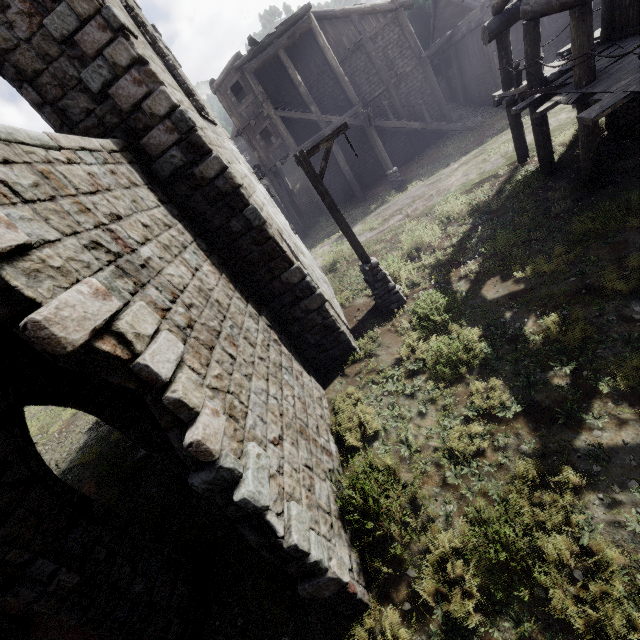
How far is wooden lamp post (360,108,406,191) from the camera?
17.8 meters

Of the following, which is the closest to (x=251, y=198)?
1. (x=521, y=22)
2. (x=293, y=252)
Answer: (x=293, y=252)

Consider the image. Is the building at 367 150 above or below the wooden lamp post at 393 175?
above

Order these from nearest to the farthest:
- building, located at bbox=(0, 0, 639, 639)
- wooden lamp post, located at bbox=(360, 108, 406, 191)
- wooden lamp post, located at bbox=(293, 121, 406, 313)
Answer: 1. building, located at bbox=(0, 0, 639, 639)
2. wooden lamp post, located at bbox=(293, 121, 406, 313)
3. wooden lamp post, located at bbox=(360, 108, 406, 191)

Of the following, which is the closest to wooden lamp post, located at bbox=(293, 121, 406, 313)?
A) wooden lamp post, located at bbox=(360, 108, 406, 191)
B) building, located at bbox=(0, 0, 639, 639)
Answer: building, located at bbox=(0, 0, 639, 639)

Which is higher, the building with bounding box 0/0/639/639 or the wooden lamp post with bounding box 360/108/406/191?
the building with bounding box 0/0/639/639

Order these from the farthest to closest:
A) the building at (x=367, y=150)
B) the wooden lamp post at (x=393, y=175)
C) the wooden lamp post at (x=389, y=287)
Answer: the wooden lamp post at (x=393, y=175)
the wooden lamp post at (x=389, y=287)
the building at (x=367, y=150)

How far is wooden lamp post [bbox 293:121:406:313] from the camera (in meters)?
8.17
